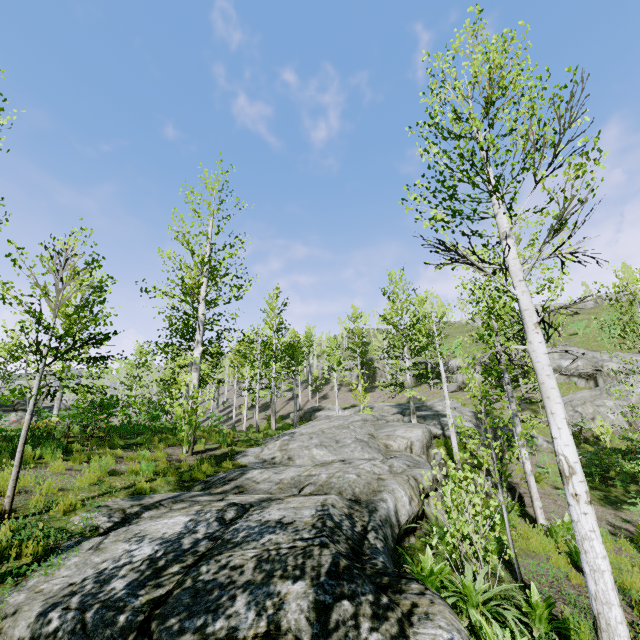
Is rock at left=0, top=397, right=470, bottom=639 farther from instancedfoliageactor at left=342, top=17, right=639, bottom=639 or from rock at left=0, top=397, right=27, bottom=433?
rock at left=0, top=397, right=27, bottom=433

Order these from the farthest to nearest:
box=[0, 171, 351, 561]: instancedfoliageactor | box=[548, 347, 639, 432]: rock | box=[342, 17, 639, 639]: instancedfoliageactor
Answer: box=[548, 347, 639, 432]: rock < box=[0, 171, 351, 561]: instancedfoliageactor < box=[342, 17, 639, 639]: instancedfoliageactor

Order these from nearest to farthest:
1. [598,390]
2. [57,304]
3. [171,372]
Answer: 1. [57,304]
2. [598,390]
3. [171,372]

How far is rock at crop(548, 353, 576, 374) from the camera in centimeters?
2633cm

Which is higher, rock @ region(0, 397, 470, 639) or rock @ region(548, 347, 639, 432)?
rock @ region(548, 347, 639, 432)

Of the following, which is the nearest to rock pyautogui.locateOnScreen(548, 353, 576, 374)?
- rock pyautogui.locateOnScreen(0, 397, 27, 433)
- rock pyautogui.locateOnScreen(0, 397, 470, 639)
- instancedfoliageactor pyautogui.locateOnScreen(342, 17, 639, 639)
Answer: instancedfoliageactor pyautogui.locateOnScreen(342, 17, 639, 639)

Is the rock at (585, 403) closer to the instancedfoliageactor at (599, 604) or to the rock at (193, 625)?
the instancedfoliageactor at (599, 604)

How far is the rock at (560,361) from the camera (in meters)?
26.33
